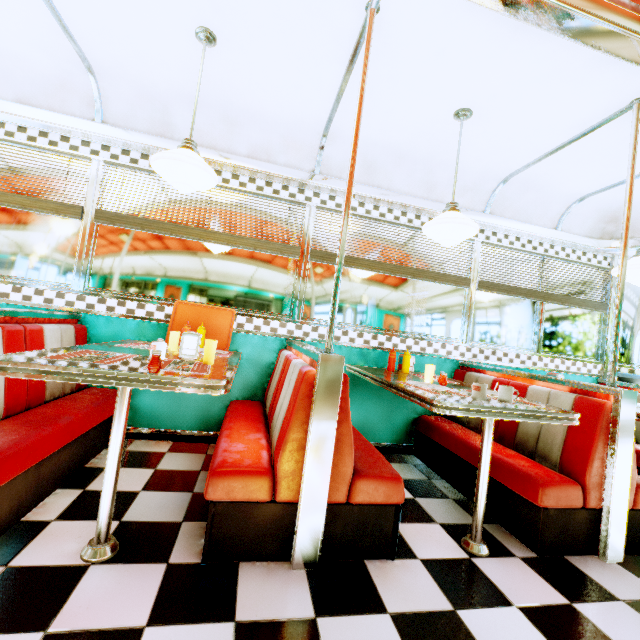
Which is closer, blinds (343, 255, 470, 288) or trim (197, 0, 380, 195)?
trim (197, 0, 380, 195)

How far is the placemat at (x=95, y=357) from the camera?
1.6 meters

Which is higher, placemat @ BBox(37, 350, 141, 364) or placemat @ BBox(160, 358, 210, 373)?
placemat @ BBox(160, 358, 210, 373)

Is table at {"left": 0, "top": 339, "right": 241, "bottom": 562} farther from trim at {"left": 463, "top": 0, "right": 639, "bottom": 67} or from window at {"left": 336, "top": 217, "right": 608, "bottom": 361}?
trim at {"left": 463, "top": 0, "right": 639, "bottom": 67}

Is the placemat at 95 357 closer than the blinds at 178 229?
Yes

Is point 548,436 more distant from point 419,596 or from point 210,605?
point 210,605

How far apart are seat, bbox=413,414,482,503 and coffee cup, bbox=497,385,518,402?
0.6m

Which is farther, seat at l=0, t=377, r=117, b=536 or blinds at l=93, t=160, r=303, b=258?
blinds at l=93, t=160, r=303, b=258
